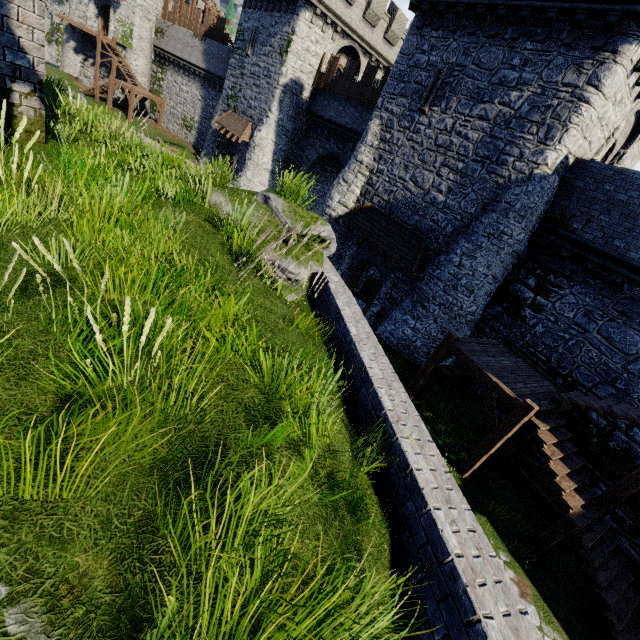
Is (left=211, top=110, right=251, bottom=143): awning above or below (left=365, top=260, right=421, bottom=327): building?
above

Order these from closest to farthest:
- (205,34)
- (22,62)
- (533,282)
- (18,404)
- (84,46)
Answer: (18,404)
(22,62)
(533,282)
(205,34)
(84,46)

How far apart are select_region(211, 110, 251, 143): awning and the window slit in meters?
15.5

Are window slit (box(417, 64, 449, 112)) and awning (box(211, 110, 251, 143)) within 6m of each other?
no

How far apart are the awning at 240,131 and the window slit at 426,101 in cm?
1546

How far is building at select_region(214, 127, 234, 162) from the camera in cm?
2938

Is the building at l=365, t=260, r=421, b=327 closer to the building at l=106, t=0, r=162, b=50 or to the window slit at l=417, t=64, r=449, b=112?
the window slit at l=417, t=64, r=449, b=112

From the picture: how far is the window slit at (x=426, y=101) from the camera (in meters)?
14.34
